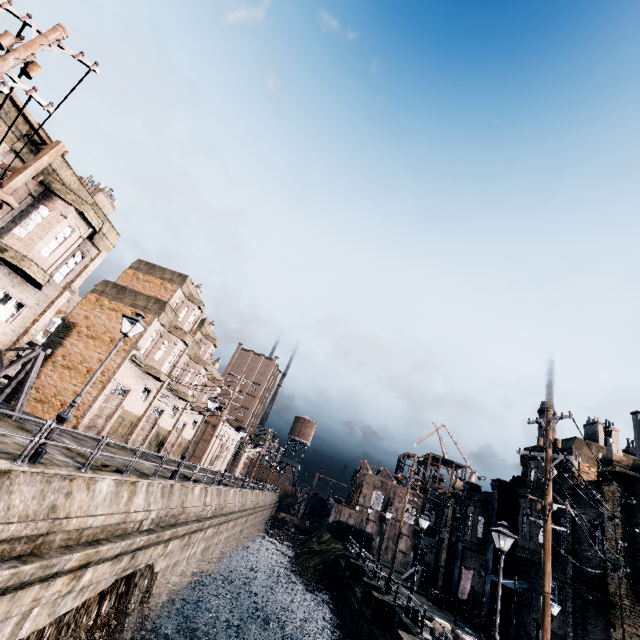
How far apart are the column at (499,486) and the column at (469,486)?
4.6 meters

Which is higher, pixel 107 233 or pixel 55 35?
pixel 107 233

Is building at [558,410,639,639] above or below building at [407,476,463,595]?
above

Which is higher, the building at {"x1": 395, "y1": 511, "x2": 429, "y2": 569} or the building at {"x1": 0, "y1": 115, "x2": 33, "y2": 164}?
the building at {"x1": 0, "y1": 115, "x2": 33, "y2": 164}

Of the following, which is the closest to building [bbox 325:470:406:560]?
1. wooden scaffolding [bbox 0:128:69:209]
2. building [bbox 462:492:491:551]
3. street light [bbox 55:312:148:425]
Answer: building [bbox 462:492:491:551]

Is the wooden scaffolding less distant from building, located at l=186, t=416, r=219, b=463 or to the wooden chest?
building, located at l=186, t=416, r=219, b=463

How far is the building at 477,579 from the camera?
27.4m

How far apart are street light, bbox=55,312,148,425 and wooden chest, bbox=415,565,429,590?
41.4 meters
